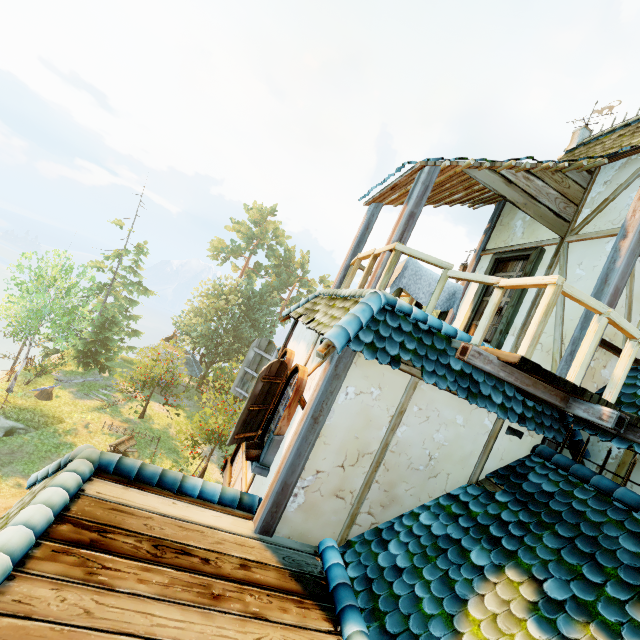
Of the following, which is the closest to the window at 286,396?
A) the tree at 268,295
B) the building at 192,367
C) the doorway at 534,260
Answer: the doorway at 534,260

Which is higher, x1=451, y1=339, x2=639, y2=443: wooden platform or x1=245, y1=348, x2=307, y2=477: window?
x1=451, y1=339, x2=639, y2=443: wooden platform

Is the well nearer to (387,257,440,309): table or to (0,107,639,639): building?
(0,107,639,639): building

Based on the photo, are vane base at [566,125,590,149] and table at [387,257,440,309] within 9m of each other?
yes

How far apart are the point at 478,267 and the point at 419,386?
4.9m

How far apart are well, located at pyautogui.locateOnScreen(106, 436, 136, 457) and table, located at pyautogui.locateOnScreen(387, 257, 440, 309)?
22.91m

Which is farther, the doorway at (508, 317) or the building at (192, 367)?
the building at (192, 367)

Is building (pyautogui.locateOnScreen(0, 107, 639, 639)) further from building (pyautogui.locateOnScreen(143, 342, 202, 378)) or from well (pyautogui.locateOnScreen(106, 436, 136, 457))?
building (pyautogui.locateOnScreen(143, 342, 202, 378))
